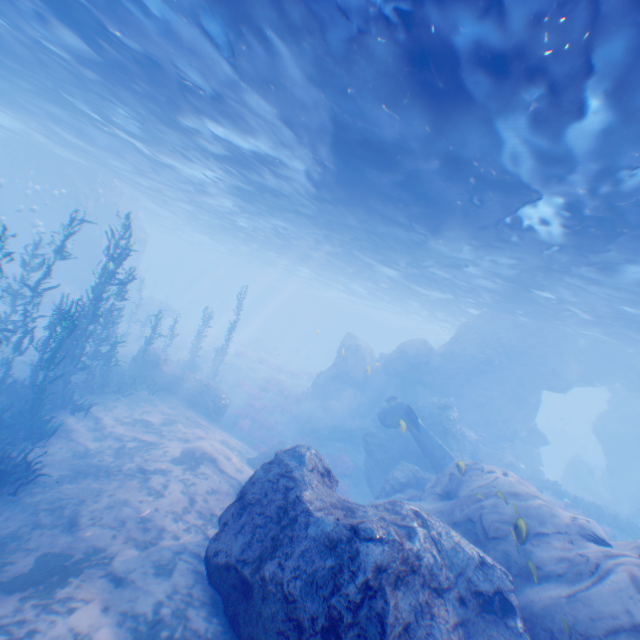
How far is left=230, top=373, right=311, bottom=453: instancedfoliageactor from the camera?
22.09m

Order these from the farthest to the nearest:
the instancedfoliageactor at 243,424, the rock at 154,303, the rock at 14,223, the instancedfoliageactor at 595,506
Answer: the rock at 154,303
the rock at 14,223
the instancedfoliageactor at 243,424
the instancedfoliageactor at 595,506

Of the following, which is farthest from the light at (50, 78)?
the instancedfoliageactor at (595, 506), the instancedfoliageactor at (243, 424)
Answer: the instancedfoliageactor at (243, 424)

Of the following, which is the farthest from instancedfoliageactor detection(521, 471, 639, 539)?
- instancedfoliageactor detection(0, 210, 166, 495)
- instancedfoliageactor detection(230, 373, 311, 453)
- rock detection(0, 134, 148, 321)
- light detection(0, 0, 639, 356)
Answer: instancedfoliageactor detection(0, 210, 166, 495)

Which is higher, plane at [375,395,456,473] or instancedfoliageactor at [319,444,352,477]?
plane at [375,395,456,473]

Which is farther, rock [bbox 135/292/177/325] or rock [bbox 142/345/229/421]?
rock [bbox 135/292/177/325]

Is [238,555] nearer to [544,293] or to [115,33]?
[115,33]
